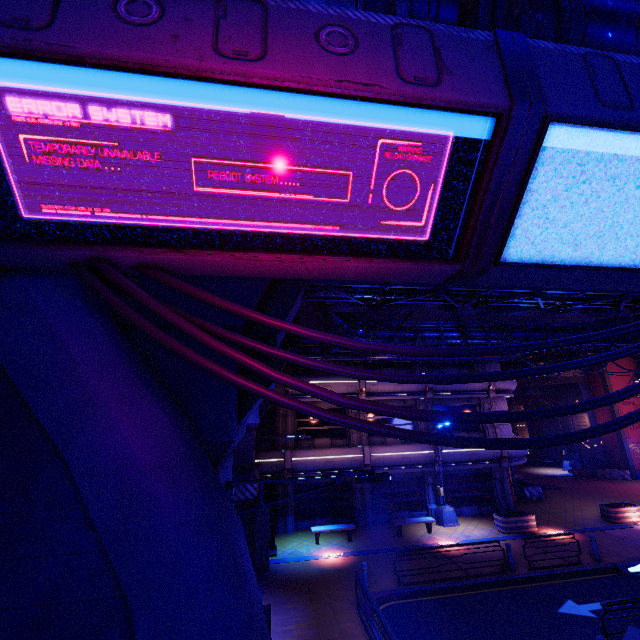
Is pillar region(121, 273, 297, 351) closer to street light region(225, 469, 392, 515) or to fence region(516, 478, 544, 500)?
street light region(225, 469, 392, 515)

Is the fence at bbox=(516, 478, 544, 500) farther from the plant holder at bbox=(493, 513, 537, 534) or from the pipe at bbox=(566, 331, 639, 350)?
the pipe at bbox=(566, 331, 639, 350)

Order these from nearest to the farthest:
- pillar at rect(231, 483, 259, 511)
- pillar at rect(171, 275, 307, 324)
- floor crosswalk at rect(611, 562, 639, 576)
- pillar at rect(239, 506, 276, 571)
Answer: pillar at rect(171, 275, 307, 324)
floor crosswalk at rect(611, 562, 639, 576)
pillar at rect(239, 506, 276, 571)
pillar at rect(231, 483, 259, 511)

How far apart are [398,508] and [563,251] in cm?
2212

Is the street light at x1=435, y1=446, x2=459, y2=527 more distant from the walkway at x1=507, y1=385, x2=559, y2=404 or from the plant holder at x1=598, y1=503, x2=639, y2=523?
the walkway at x1=507, y1=385, x2=559, y2=404

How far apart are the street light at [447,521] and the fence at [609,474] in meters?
21.4 m

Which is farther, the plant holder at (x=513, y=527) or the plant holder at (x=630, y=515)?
the plant holder at (x=630, y=515)

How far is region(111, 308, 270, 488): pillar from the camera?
4.90m
